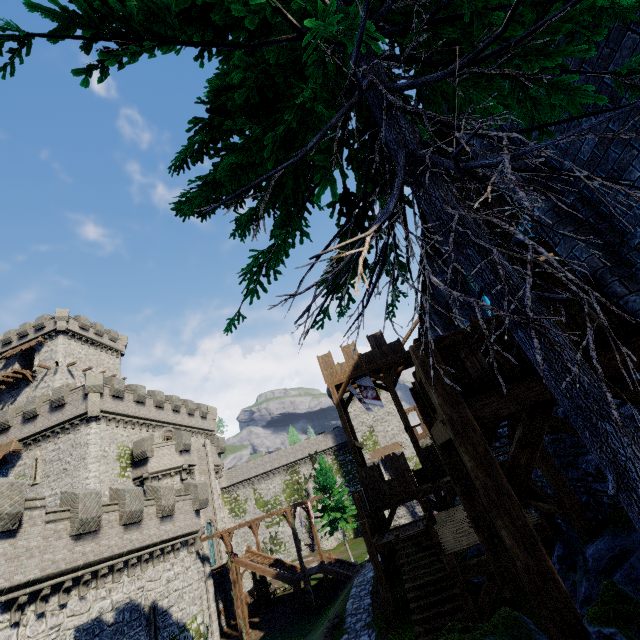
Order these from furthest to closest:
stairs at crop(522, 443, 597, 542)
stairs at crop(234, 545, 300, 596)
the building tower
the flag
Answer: stairs at crop(234, 545, 300, 596) < the building tower < the flag < stairs at crop(522, 443, 597, 542)

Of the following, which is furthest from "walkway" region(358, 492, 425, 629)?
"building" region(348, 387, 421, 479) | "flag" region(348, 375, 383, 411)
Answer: "building" region(348, 387, 421, 479)

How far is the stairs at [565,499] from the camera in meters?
6.0 m

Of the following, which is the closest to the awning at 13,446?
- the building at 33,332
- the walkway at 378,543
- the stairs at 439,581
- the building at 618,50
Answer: the building at 33,332

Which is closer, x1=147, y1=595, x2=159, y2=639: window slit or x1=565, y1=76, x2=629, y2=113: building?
x1=565, y1=76, x2=629, y2=113: building

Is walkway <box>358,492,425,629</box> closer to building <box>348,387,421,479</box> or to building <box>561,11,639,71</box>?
building <box>561,11,639,71</box>

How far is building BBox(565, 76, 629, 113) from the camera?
3.85m

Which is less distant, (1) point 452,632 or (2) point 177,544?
(1) point 452,632
